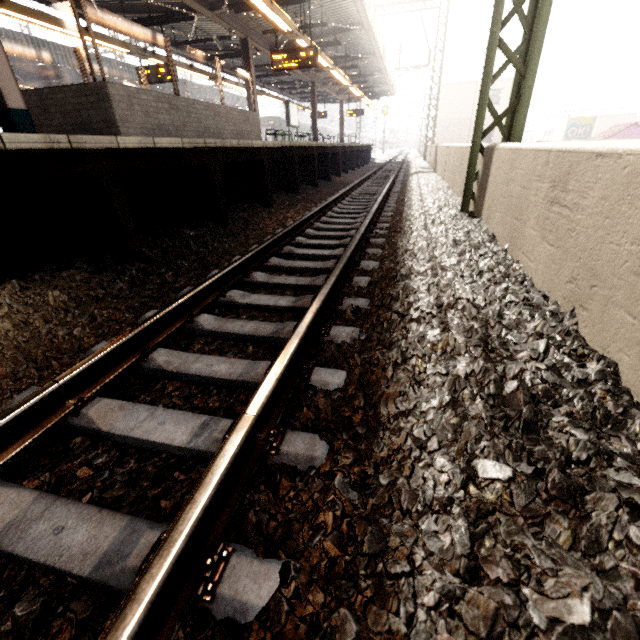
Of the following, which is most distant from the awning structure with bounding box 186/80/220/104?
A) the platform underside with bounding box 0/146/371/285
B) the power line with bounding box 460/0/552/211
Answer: the platform underside with bounding box 0/146/371/285

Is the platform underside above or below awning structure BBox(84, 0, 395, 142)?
below

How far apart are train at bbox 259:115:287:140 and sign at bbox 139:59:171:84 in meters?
26.3

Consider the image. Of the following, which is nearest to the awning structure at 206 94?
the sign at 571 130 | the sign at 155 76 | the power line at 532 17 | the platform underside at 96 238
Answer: the sign at 155 76

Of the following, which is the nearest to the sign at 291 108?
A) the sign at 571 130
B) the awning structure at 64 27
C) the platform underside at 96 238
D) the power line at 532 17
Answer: the awning structure at 64 27

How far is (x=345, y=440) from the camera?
1.3 meters

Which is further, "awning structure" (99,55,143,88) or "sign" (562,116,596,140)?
"sign" (562,116,596,140)

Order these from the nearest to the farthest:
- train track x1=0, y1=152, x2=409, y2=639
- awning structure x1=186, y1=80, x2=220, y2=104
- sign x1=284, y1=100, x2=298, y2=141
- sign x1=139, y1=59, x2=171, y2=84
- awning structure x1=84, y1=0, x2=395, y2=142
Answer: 1. train track x1=0, y1=152, x2=409, y2=639
2. awning structure x1=84, y1=0, x2=395, y2=142
3. sign x1=139, y1=59, x2=171, y2=84
4. sign x1=284, y1=100, x2=298, y2=141
5. awning structure x1=186, y1=80, x2=220, y2=104
